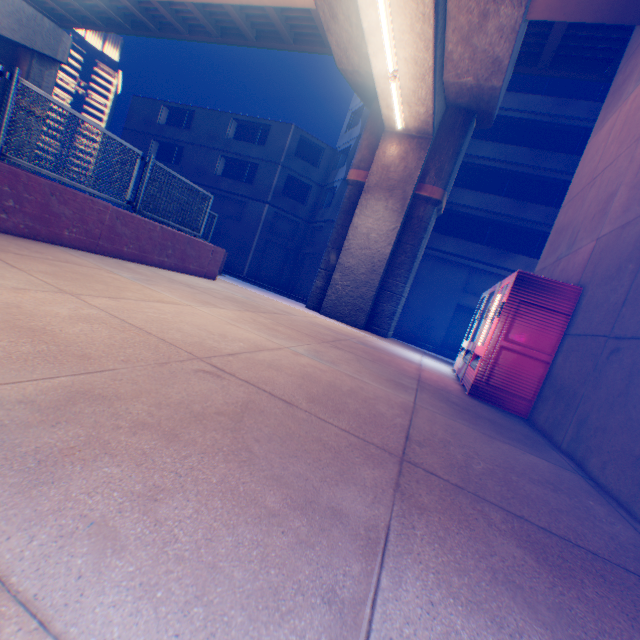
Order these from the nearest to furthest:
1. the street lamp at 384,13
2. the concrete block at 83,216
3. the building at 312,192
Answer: the concrete block at 83,216, the street lamp at 384,13, the building at 312,192

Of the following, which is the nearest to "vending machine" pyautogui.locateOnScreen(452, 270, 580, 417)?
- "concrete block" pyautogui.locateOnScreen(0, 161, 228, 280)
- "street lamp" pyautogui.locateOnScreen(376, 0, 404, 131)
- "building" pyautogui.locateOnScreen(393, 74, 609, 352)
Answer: "street lamp" pyautogui.locateOnScreen(376, 0, 404, 131)

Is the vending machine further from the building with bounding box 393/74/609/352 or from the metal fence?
the building with bounding box 393/74/609/352

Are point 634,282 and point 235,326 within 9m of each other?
yes

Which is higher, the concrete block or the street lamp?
the street lamp

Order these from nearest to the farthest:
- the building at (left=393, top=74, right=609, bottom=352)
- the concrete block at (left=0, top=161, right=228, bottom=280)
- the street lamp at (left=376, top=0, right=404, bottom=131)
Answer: the concrete block at (left=0, top=161, right=228, bottom=280) < the street lamp at (left=376, top=0, right=404, bottom=131) < the building at (left=393, top=74, right=609, bottom=352)

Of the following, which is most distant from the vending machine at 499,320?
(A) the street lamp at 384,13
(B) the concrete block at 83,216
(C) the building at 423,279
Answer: (C) the building at 423,279

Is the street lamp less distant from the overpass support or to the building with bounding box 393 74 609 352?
the overpass support
